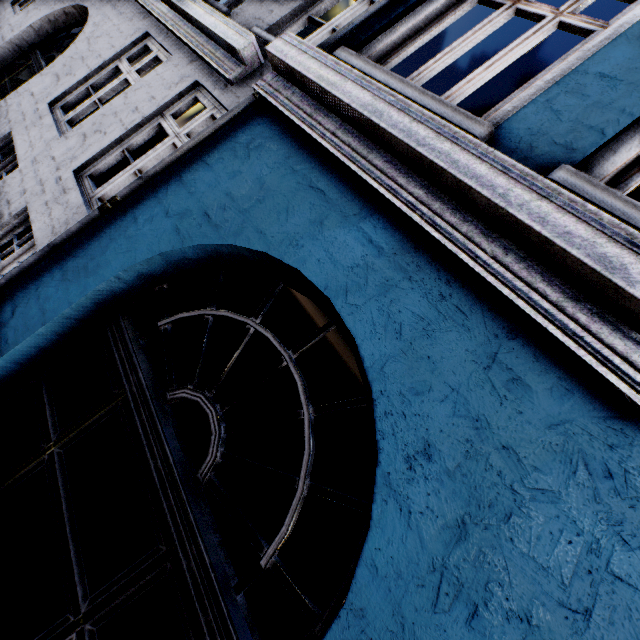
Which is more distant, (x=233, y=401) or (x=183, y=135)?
(x=183, y=135)
